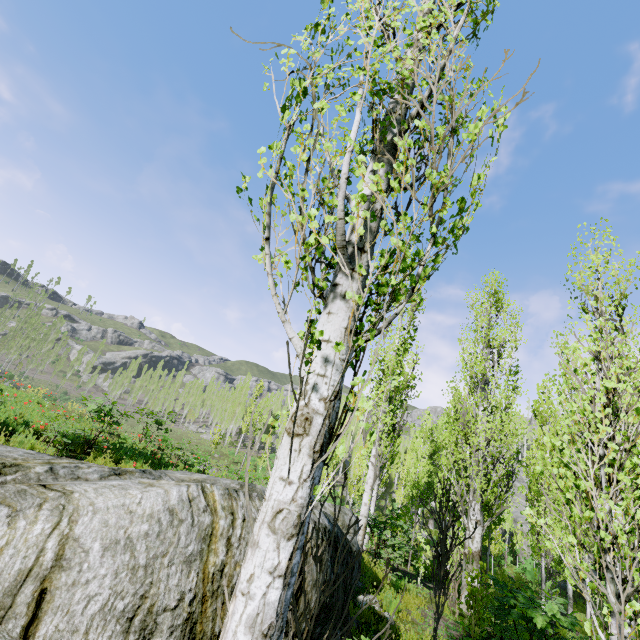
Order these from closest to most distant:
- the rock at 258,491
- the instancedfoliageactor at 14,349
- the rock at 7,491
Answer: the rock at 7,491 → the rock at 258,491 → the instancedfoliageactor at 14,349

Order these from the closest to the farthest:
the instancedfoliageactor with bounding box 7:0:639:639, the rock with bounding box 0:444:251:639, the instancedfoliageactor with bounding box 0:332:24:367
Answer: the instancedfoliageactor with bounding box 7:0:639:639 → the rock with bounding box 0:444:251:639 → the instancedfoliageactor with bounding box 0:332:24:367

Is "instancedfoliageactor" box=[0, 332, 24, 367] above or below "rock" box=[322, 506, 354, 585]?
above

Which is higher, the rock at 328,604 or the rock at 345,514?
the rock at 345,514

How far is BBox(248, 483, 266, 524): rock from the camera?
3.24m

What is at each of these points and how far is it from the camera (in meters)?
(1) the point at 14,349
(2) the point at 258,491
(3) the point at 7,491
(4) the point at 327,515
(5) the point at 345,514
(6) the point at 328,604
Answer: (1) instancedfoliageactor, 58.94
(2) rock, 7.32
(3) rock, 3.42
(4) rock, 4.22
(5) rock, 7.16
(6) rock, 3.44

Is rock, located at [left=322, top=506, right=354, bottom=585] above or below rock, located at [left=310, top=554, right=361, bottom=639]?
above
